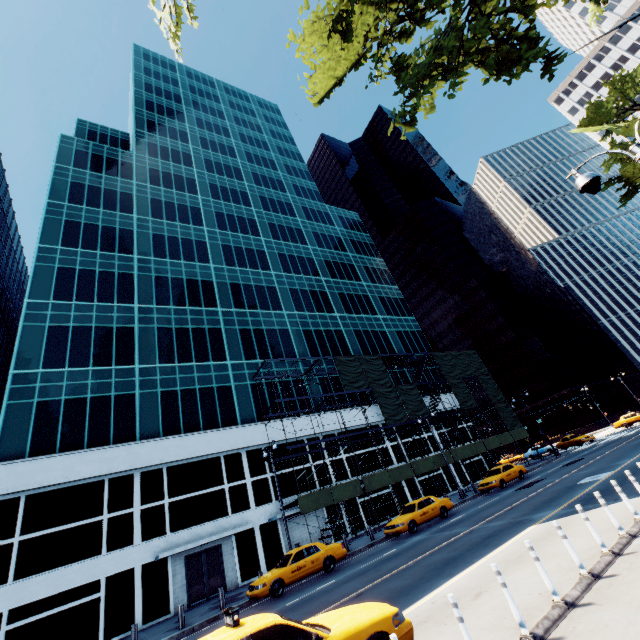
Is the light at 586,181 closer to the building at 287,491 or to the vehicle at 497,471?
the vehicle at 497,471

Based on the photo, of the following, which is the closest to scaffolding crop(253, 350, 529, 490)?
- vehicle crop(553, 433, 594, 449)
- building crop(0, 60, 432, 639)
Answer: building crop(0, 60, 432, 639)

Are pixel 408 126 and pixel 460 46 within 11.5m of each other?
yes

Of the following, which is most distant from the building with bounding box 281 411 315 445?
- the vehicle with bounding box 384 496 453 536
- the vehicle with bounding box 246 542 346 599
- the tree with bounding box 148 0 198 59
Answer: the tree with bounding box 148 0 198 59

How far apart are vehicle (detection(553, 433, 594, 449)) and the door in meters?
41.9 m

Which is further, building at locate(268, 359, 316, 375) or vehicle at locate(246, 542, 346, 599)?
building at locate(268, 359, 316, 375)

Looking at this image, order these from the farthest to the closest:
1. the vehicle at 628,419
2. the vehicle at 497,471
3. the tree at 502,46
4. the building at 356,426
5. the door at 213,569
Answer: the vehicle at 628,419 → the building at 356,426 → the vehicle at 497,471 → the door at 213,569 → the tree at 502,46

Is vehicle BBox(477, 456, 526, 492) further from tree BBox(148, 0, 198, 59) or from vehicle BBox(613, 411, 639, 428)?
vehicle BBox(613, 411, 639, 428)
